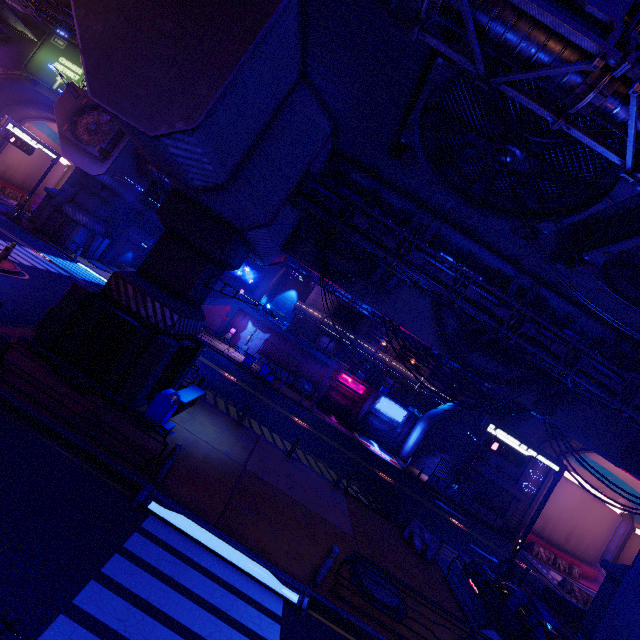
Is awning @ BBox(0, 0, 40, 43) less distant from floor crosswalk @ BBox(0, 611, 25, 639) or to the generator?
the generator

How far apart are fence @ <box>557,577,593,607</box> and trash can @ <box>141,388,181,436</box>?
30.7m

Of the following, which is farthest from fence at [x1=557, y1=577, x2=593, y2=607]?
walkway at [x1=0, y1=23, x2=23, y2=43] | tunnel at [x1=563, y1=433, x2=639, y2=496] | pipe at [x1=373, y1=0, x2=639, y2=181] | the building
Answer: walkway at [x1=0, y1=23, x2=23, y2=43]

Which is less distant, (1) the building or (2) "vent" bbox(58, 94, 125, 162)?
(2) "vent" bbox(58, 94, 125, 162)

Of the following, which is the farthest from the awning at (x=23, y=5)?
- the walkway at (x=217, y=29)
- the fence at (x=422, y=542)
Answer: the fence at (x=422, y=542)

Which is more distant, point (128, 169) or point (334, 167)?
point (128, 169)

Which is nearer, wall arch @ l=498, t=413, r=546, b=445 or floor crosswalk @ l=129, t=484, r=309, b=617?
floor crosswalk @ l=129, t=484, r=309, b=617

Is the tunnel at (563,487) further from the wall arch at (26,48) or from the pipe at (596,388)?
the wall arch at (26,48)
